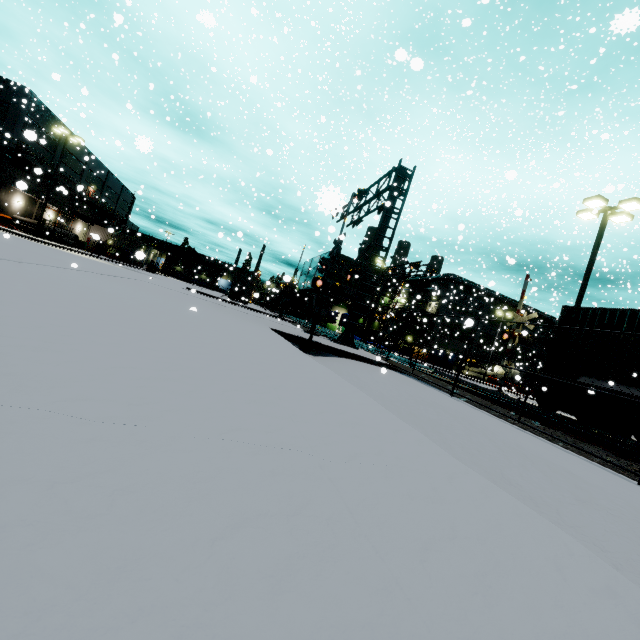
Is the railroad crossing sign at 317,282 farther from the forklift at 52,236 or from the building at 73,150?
the forklift at 52,236

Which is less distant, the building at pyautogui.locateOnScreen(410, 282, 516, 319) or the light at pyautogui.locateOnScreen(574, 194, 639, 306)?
the light at pyautogui.locateOnScreen(574, 194, 639, 306)

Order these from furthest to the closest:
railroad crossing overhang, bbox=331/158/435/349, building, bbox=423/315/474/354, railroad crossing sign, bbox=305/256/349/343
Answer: building, bbox=423/315/474/354 < railroad crossing overhang, bbox=331/158/435/349 < railroad crossing sign, bbox=305/256/349/343

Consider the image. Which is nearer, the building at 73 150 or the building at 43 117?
the building at 43 117

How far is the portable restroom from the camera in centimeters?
5009cm

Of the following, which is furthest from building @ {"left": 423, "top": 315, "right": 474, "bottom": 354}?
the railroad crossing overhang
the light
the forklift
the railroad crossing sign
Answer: the forklift

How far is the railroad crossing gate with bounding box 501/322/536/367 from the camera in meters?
18.4

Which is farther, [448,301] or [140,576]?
[448,301]
